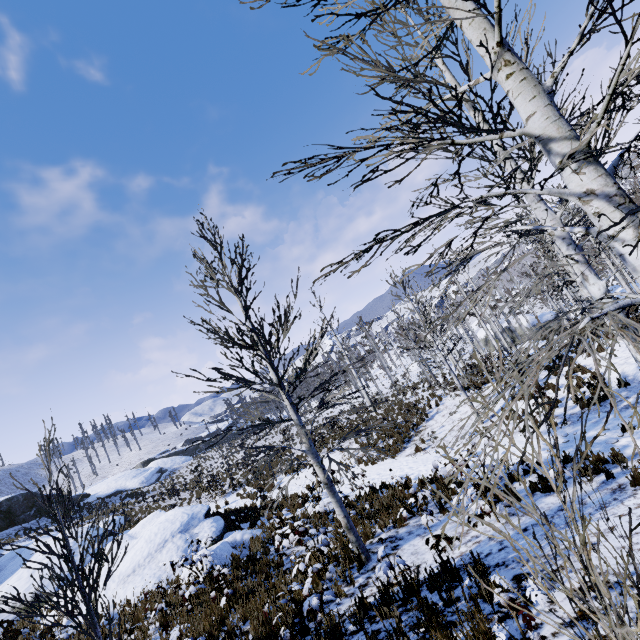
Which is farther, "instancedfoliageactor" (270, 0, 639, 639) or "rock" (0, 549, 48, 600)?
"rock" (0, 549, 48, 600)

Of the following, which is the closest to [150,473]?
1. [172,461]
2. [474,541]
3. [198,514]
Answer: [172,461]

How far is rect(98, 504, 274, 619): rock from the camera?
10.2 meters

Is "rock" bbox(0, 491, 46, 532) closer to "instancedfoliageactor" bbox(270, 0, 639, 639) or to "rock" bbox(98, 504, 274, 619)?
"rock" bbox(98, 504, 274, 619)

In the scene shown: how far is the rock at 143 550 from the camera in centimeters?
1023cm

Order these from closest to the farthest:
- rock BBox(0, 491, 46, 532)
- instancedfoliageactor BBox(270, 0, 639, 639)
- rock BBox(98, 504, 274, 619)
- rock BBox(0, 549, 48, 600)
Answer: instancedfoliageactor BBox(270, 0, 639, 639) < rock BBox(98, 504, 274, 619) < rock BBox(0, 549, 48, 600) < rock BBox(0, 491, 46, 532)

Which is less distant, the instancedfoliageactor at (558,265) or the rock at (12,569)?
the instancedfoliageactor at (558,265)
